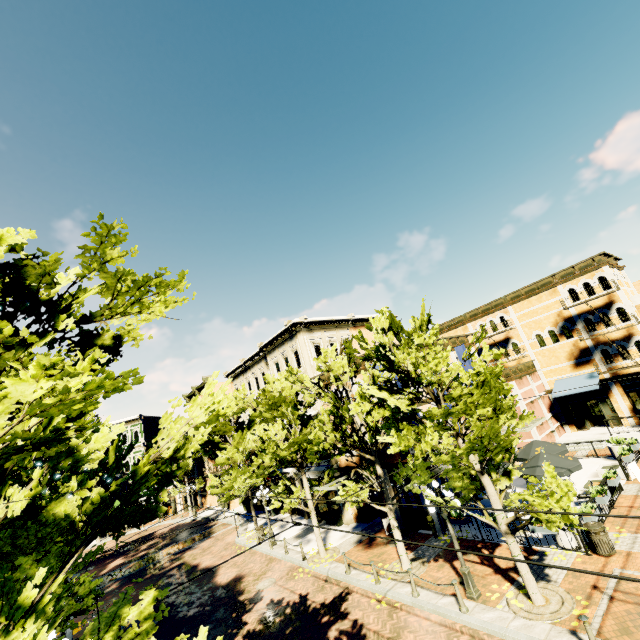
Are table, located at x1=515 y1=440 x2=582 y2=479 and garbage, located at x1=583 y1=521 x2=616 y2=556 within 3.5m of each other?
yes

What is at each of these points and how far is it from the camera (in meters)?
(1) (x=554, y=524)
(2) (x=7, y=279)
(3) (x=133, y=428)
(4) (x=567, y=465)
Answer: (1) tree, 8.59
(2) tree, 4.52
(3) building, 46.84
(4) table, 14.23

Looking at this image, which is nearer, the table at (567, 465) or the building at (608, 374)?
Answer: the table at (567, 465)

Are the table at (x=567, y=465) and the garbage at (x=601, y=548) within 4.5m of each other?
yes

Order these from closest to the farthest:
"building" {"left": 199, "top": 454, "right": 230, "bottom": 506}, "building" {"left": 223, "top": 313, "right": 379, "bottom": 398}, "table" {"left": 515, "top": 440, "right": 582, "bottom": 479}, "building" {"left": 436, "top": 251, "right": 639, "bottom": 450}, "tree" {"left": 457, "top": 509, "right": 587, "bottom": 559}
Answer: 1. "tree" {"left": 457, "top": 509, "right": 587, "bottom": 559}
2. "table" {"left": 515, "top": 440, "right": 582, "bottom": 479}
3. "building" {"left": 436, "top": 251, "right": 639, "bottom": 450}
4. "building" {"left": 223, "top": 313, "right": 379, "bottom": 398}
5. "building" {"left": 199, "top": 454, "right": 230, "bottom": 506}

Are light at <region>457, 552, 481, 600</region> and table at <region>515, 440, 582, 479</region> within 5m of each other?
no

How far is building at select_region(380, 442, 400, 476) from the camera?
17.94m

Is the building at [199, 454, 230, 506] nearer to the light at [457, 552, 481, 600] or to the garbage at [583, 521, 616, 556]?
the light at [457, 552, 481, 600]
